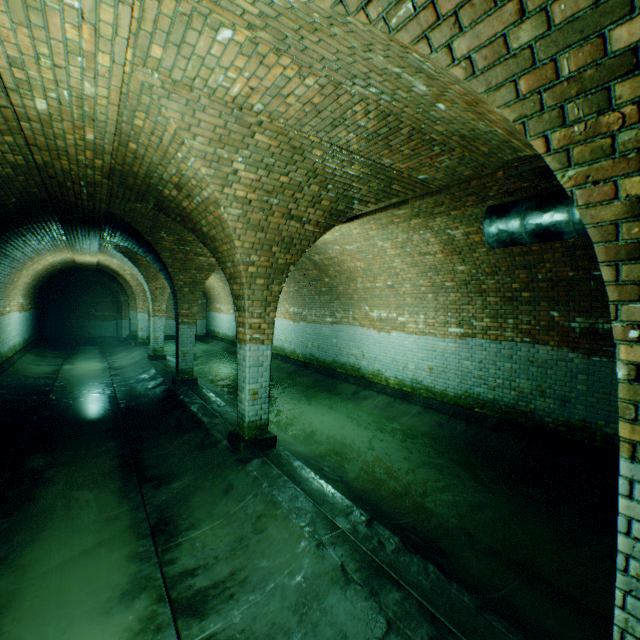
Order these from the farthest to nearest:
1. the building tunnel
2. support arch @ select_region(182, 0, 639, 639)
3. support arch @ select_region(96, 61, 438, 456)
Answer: support arch @ select_region(96, 61, 438, 456)
the building tunnel
support arch @ select_region(182, 0, 639, 639)

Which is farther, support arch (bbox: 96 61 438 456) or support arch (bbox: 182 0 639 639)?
support arch (bbox: 96 61 438 456)

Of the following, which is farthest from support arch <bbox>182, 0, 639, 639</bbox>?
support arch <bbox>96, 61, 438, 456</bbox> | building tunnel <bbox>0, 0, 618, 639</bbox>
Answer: support arch <bbox>96, 61, 438, 456</bbox>

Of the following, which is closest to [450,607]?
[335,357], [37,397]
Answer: [335,357]

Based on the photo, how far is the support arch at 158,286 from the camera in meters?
3.3

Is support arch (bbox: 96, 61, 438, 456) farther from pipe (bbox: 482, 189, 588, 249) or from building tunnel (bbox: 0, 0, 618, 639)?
pipe (bbox: 482, 189, 588, 249)

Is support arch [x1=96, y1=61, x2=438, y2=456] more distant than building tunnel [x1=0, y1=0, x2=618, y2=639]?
Yes

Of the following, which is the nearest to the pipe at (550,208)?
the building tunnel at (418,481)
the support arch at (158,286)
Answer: the building tunnel at (418,481)
